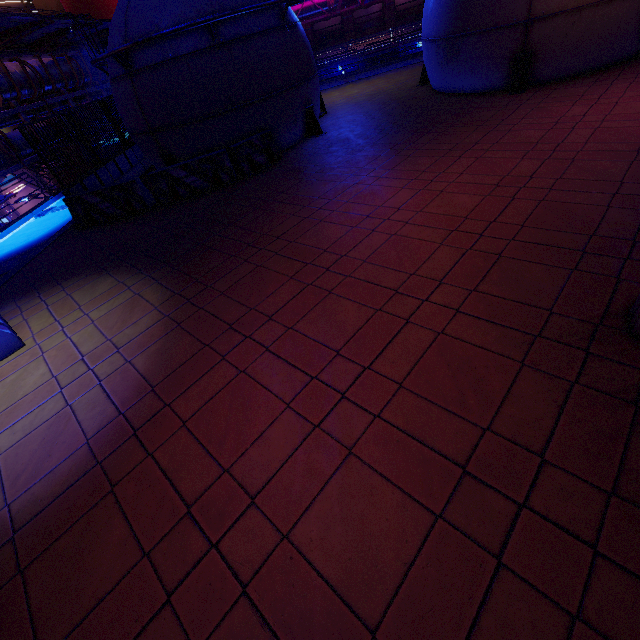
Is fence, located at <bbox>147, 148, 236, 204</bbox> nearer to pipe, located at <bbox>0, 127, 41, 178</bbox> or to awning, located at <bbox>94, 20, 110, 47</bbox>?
pipe, located at <bbox>0, 127, 41, 178</bbox>

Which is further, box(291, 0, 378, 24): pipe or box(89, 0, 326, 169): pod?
box(291, 0, 378, 24): pipe

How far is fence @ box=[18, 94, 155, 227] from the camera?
9.8 meters

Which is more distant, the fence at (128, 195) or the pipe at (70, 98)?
the pipe at (70, 98)

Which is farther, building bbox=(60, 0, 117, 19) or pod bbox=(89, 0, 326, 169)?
building bbox=(60, 0, 117, 19)

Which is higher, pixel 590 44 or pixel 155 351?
pixel 590 44

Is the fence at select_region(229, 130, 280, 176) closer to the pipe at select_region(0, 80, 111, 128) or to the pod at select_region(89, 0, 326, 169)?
the pod at select_region(89, 0, 326, 169)

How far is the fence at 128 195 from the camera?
9.8 meters
